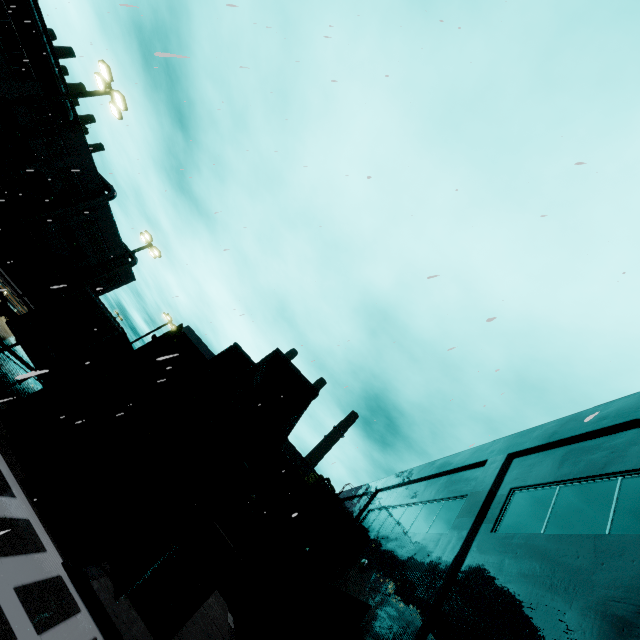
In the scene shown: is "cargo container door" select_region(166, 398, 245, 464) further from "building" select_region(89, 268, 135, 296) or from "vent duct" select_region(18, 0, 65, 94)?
"vent duct" select_region(18, 0, 65, 94)

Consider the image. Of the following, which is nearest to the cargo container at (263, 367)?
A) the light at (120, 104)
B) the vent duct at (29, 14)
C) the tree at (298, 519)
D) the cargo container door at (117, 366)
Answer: the cargo container door at (117, 366)

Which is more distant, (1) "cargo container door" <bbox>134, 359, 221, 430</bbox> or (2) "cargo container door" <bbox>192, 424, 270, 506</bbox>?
(1) "cargo container door" <bbox>134, 359, 221, 430</bbox>

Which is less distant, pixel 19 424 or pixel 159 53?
pixel 159 53

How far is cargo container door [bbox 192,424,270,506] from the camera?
9.5m

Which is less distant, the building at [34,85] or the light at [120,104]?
the light at [120,104]

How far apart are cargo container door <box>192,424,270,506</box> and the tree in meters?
19.6 m

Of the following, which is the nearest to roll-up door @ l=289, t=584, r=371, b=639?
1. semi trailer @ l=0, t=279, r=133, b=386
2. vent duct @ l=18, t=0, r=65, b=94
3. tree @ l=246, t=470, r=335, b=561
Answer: semi trailer @ l=0, t=279, r=133, b=386
